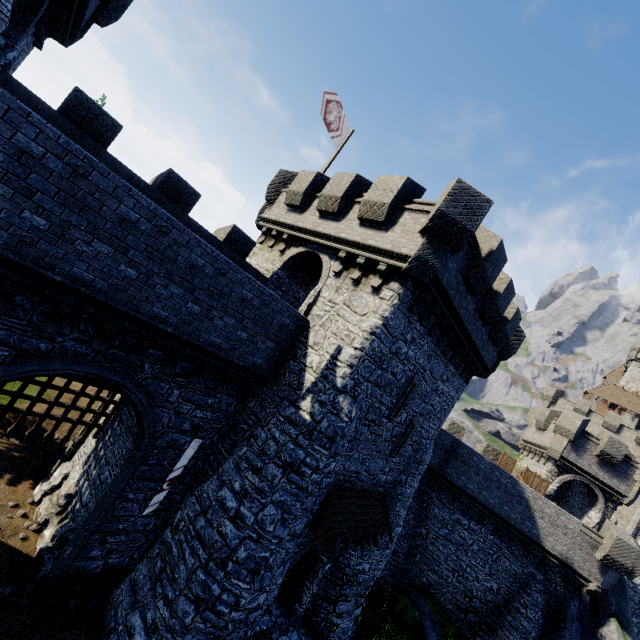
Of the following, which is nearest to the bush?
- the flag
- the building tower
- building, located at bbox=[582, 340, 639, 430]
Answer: the building tower

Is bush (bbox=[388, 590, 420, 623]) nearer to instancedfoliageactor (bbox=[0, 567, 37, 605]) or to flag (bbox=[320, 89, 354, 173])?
instancedfoliageactor (bbox=[0, 567, 37, 605])

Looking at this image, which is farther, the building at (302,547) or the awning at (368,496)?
the building at (302,547)

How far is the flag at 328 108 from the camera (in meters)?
15.46

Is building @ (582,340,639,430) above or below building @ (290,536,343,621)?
above

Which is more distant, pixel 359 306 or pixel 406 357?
pixel 406 357

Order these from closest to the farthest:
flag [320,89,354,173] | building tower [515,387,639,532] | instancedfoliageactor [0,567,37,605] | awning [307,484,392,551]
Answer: instancedfoliageactor [0,567,37,605] < awning [307,484,392,551] < flag [320,89,354,173] < building tower [515,387,639,532]

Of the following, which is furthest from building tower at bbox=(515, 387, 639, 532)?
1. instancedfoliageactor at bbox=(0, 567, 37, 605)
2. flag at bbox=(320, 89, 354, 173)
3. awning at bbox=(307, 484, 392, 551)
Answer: instancedfoliageactor at bbox=(0, 567, 37, 605)
